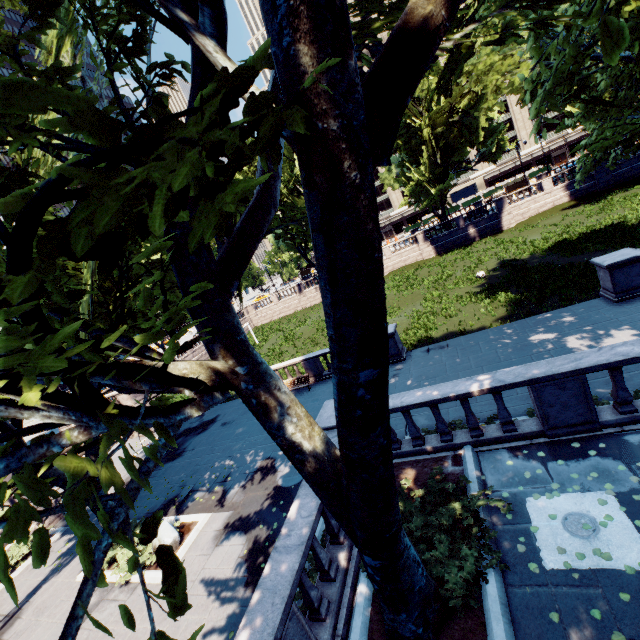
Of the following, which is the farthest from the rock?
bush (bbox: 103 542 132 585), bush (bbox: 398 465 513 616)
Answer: bush (bbox: 398 465 513 616)

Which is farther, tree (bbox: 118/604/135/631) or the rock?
the rock

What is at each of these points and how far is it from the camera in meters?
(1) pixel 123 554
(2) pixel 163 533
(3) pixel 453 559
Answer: (1) bush, 11.7
(2) rock, 11.4
(3) bush, 5.4

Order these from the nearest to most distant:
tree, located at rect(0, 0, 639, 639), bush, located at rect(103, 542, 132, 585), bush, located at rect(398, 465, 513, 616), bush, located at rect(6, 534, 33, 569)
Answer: tree, located at rect(0, 0, 639, 639), bush, located at rect(398, 465, 513, 616), bush, located at rect(103, 542, 132, 585), bush, located at rect(6, 534, 33, 569)

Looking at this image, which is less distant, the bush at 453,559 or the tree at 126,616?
the tree at 126,616

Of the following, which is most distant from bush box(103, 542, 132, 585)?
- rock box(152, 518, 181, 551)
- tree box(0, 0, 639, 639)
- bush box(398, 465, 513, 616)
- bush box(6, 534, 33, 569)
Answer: bush box(398, 465, 513, 616)

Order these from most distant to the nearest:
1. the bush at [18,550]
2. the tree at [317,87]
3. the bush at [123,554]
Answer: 1. the bush at [18,550]
2. the bush at [123,554]
3. the tree at [317,87]

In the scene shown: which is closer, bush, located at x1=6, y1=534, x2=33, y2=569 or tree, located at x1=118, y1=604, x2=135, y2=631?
tree, located at x1=118, y1=604, x2=135, y2=631
